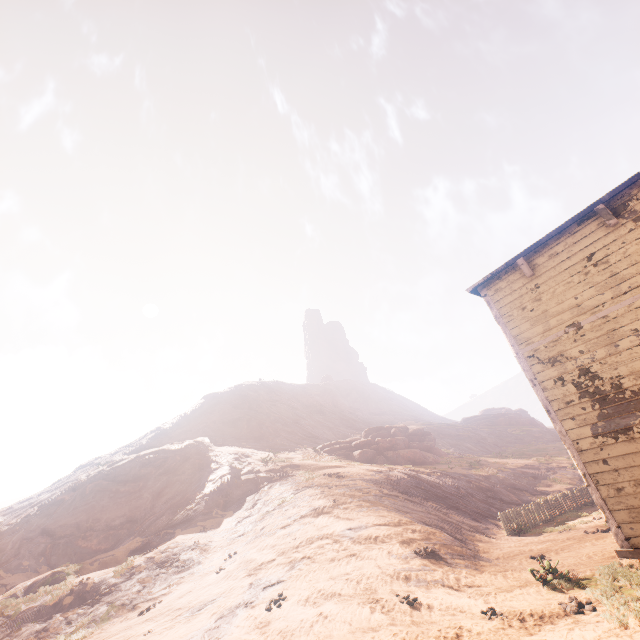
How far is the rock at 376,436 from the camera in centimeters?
2967cm

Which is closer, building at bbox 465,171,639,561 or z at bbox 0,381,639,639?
building at bbox 465,171,639,561

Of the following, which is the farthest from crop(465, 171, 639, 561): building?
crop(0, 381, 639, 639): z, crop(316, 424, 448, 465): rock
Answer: crop(316, 424, 448, 465): rock

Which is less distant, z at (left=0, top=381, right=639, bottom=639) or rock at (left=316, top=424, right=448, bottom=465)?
z at (left=0, top=381, right=639, bottom=639)

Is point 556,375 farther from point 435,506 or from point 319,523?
point 435,506

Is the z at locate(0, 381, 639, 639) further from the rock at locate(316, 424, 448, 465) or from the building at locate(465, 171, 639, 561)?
the rock at locate(316, 424, 448, 465)

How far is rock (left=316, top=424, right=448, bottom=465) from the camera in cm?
2967

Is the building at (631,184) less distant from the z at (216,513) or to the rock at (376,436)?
the z at (216,513)
